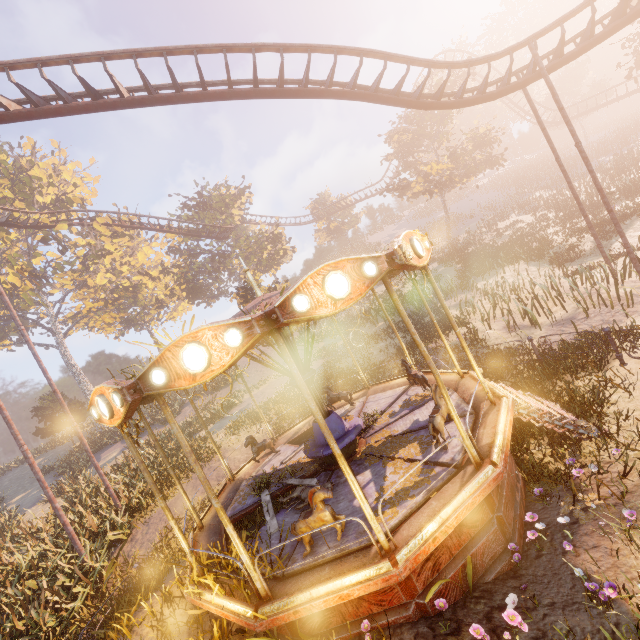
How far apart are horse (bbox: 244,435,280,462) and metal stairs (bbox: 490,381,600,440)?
5.9 meters

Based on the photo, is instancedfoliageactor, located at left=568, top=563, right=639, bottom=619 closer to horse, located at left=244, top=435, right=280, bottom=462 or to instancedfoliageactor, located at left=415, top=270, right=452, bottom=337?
instancedfoliageactor, located at left=415, top=270, right=452, bottom=337

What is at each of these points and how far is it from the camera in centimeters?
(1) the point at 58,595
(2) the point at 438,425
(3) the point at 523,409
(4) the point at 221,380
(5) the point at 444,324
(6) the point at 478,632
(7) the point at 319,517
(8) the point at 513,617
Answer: (1) instancedfoliageactor, 876cm
(2) horse, 594cm
(3) metal stairs, 735cm
(4) instancedfoliageactor, 2930cm
(5) instancedfoliageactor, 1781cm
(6) instancedfoliageactor, 387cm
(7) horse, 485cm
(8) instancedfoliageactor, 395cm

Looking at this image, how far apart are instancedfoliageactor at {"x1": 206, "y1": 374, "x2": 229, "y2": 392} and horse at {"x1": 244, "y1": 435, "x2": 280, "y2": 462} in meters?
20.7

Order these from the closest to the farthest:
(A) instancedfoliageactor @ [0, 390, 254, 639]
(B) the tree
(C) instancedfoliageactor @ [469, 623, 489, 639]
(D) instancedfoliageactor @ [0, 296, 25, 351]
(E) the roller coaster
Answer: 1. (C) instancedfoliageactor @ [469, 623, 489, 639]
2. (A) instancedfoliageactor @ [0, 390, 254, 639]
3. (E) the roller coaster
4. (B) the tree
5. (D) instancedfoliageactor @ [0, 296, 25, 351]

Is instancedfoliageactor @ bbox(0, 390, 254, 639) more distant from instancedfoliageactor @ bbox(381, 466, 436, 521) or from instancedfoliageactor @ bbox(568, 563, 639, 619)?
instancedfoliageactor @ bbox(568, 563, 639, 619)

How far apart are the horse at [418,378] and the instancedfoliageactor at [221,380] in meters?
23.5 m

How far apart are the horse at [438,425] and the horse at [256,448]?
5.4m
